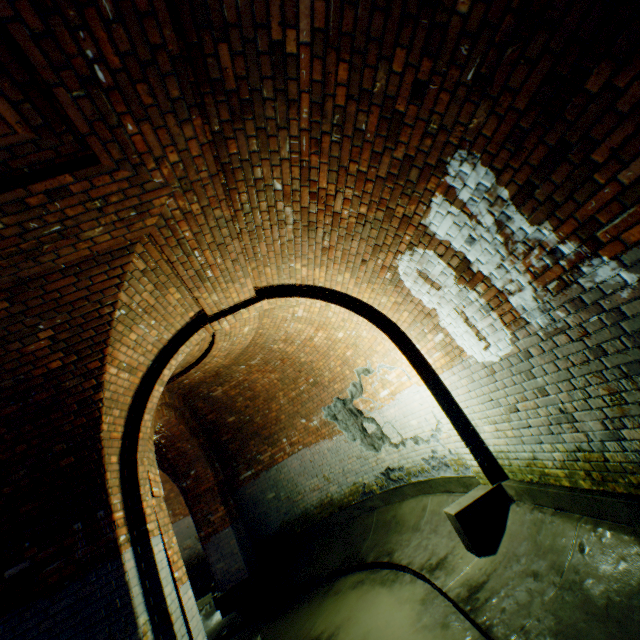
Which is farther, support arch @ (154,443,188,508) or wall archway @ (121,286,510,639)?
support arch @ (154,443,188,508)

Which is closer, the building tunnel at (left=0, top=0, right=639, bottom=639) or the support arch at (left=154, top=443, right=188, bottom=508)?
the building tunnel at (left=0, top=0, right=639, bottom=639)

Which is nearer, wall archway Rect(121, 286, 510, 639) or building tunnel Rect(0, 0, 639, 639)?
building tunnel Rect(0, 0, 639, 639)

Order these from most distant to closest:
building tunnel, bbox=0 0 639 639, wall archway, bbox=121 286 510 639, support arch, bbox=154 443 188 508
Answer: support arch, bbox=154 443 188 508 < wall archway, bbox=121 286 510 639 < building tunnel, bbox=0 0 639 639

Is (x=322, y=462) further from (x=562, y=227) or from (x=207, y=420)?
(x=562, y=227)

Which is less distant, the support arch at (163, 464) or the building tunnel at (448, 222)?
the building tunnel at (448, 222)

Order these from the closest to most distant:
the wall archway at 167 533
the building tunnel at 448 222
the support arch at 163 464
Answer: the building tunnel at 448 222 → the wall archway at 167 533 → the support arch at 163 464

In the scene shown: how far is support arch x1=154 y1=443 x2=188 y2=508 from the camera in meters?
8.1
